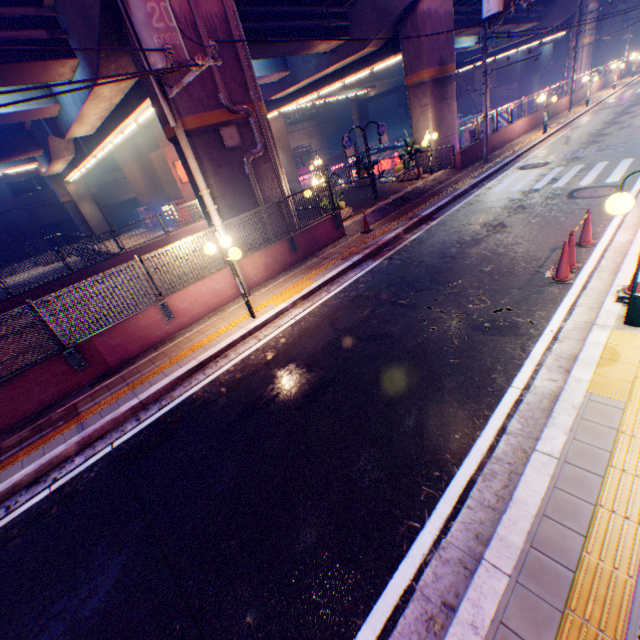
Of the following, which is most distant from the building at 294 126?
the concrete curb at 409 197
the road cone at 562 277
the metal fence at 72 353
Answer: the road cone at 562 277

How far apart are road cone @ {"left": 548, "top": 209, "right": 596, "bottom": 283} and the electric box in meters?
9.5 m

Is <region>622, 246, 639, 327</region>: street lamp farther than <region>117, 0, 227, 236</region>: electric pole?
No

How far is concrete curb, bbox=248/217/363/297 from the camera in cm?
1031

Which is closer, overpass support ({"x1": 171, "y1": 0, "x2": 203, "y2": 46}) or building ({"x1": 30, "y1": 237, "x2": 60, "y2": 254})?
overpass support ({"x1": 171, "y1": 0, "x2": 203, "y2": 46})

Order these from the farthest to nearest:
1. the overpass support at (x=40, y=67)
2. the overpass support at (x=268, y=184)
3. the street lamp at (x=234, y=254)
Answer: the overpass support at (x=268, y=184), the overpass support at (x=40, y=67), the street lamp at (x=234, y=254)

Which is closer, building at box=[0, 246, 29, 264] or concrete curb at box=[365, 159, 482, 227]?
concrete curb at box=[365, 159, 482, 227]

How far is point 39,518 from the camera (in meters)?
4.91
